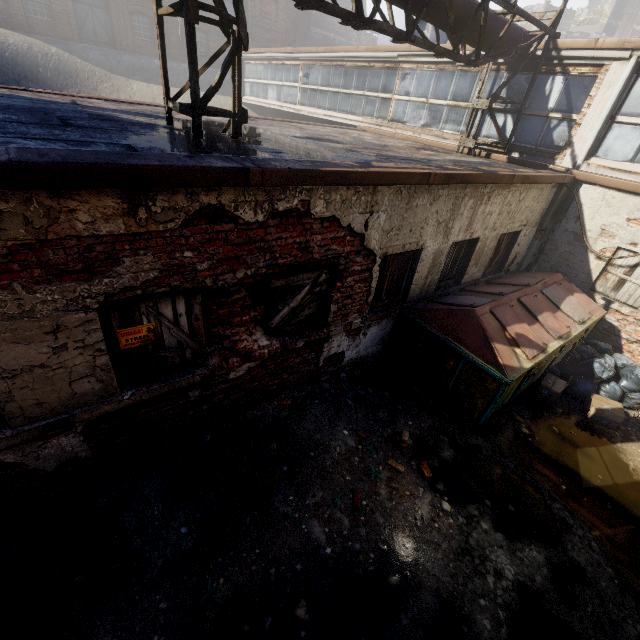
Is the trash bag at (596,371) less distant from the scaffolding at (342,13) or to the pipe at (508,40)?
the scaffolding at (342,13)

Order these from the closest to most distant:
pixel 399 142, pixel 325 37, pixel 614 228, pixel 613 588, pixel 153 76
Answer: pixel 613 588 → pixel 614 228 → pixel 399 142 → pixel 153 76 → pixel 325 37

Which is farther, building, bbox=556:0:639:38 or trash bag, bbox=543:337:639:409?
building, bbox=556:0:639:38

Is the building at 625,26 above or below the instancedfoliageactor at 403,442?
above

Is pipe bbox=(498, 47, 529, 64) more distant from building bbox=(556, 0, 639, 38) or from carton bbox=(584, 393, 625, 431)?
building bbox=(556, 0, 639, 38)

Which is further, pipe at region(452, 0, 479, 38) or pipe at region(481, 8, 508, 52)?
pipe at region(481, 8, 508, 52)

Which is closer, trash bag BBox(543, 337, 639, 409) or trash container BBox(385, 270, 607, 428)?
trash container BBox(385, 270, 607, 428)
